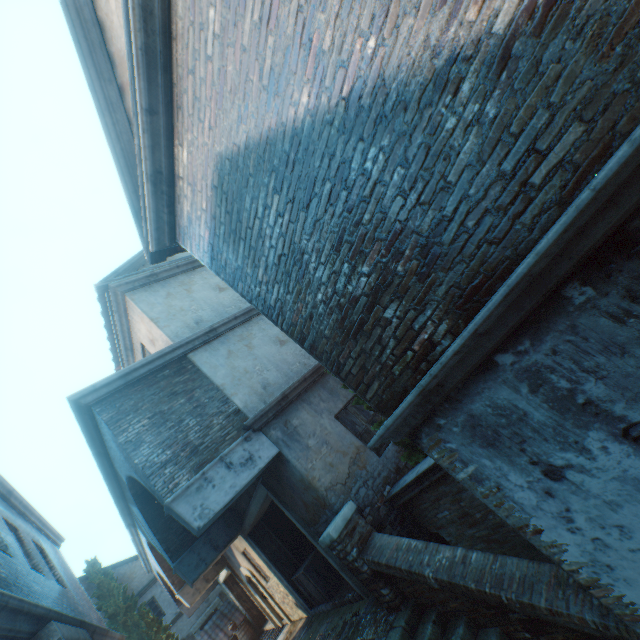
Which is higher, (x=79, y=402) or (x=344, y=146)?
(x=79, y=402)

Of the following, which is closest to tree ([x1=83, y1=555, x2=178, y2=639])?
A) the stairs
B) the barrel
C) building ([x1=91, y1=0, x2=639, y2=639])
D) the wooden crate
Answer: building ([x1=91, y1=0, x2=639, y2=639])

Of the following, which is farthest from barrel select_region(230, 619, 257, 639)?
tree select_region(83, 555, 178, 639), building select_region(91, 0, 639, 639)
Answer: building select_region(91, 0, 639, 639)

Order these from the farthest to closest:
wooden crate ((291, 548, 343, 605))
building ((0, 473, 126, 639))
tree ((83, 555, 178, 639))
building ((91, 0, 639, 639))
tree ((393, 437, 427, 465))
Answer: tree ((83, 555, 178, 639)) < wooden crate ((291, 548, 343, 605)) < tree ((393, 437, 427, 465)) < building ((0, 473, 126, 639)) < building ((91, 0, 639, 639))

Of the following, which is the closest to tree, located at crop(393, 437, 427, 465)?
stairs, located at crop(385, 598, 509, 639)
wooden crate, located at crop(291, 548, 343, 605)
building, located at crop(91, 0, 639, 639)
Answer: stairs, located at crop(385, 598, 509, 639)

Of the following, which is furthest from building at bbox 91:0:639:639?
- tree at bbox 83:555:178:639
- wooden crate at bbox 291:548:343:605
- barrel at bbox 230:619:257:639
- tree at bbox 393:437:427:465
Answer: barrel at bbox 230:619:257:639

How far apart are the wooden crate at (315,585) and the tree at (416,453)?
4.6 meters

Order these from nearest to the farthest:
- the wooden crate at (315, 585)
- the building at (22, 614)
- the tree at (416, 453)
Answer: the building at (22, 614) → the tree at (416, 453) → the wooden crate at (315, 585)
